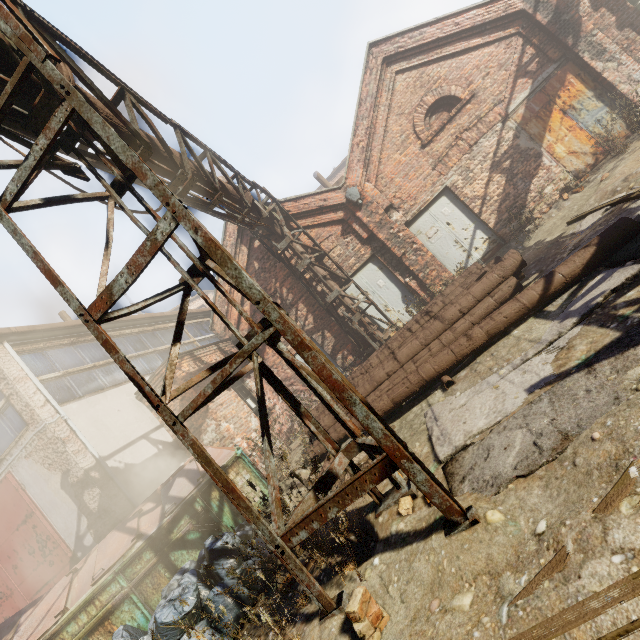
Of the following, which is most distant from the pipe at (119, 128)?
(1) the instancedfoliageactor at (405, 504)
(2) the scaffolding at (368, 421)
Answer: (1) the instancedfoliageactor at (405, 504)

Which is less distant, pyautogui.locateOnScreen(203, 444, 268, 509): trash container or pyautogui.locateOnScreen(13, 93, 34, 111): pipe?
pyautogui.locateOnScreen(13, 93, 34, 111): pipe

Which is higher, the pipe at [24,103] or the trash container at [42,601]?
the pipe at [24,103]

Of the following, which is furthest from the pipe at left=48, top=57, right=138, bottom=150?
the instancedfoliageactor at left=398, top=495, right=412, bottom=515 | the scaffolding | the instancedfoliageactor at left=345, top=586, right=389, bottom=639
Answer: the instancedfoliageactor at left=398, top=495, right=412, bottom=515

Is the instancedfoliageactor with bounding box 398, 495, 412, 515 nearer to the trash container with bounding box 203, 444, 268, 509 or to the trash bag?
the trash bag

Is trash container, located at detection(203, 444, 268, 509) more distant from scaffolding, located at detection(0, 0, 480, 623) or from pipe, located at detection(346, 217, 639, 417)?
scaffolding, located at detection(0, 0, 480, 623)

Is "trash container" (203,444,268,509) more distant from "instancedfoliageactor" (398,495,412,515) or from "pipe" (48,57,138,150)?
→ "pipe" (48,57,138,150)

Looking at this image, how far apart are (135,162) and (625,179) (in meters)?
8.40
